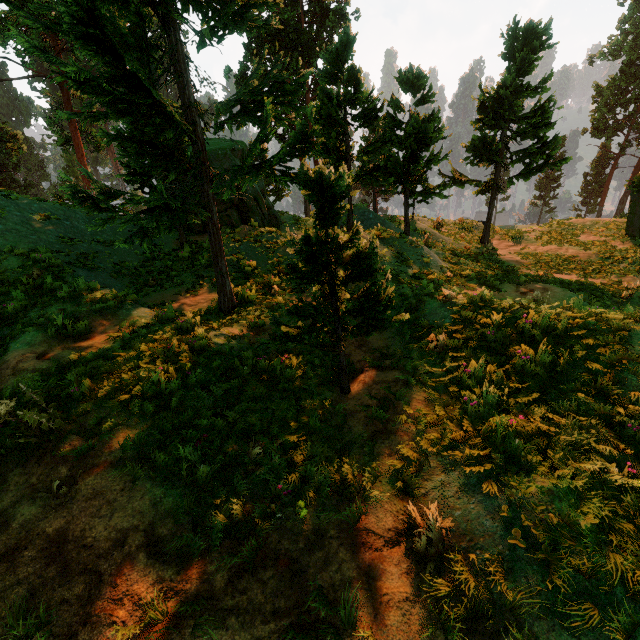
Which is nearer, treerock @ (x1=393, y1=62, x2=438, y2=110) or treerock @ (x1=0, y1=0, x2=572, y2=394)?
treerock @ (x1=0, y1=0, x2=572, y2=394)

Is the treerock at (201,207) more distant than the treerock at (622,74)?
No

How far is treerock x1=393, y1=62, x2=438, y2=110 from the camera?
11.7m

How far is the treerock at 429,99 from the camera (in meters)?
11.66

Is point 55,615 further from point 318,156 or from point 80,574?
point 318,156

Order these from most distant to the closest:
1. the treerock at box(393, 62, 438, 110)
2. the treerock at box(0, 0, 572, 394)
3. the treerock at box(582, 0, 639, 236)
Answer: the treerock at box(582, 0, 639, 236) < the treerock at box(393, 62, 438, 110) < the treerock at box(0, 0, 572, 394)
